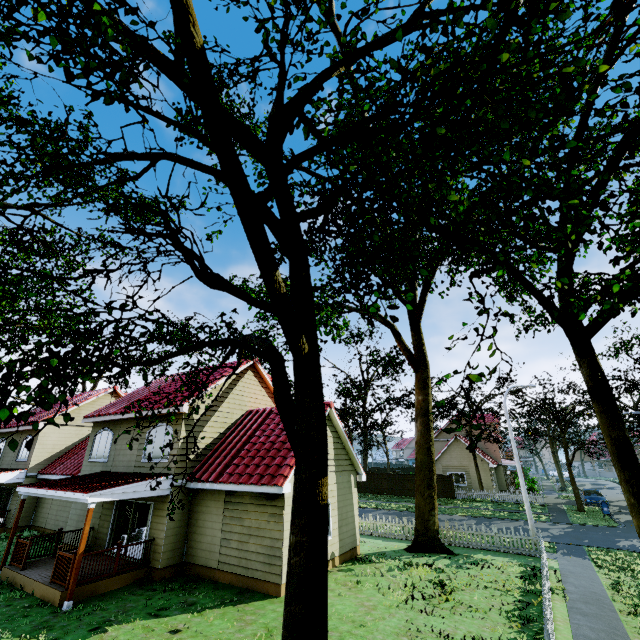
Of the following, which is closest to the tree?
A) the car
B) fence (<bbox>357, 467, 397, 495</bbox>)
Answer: fence (<bbox>357, 467, 397, 495</bbox>)

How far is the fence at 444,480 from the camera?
34.1 meters

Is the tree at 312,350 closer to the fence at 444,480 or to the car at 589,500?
the fence at 444,480

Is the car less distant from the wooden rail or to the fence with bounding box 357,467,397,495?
the fence with bounding box 357,467,397,495

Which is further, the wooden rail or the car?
the car

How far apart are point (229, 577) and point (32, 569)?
7.6 meters

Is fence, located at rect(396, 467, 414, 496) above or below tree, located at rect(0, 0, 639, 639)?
below
